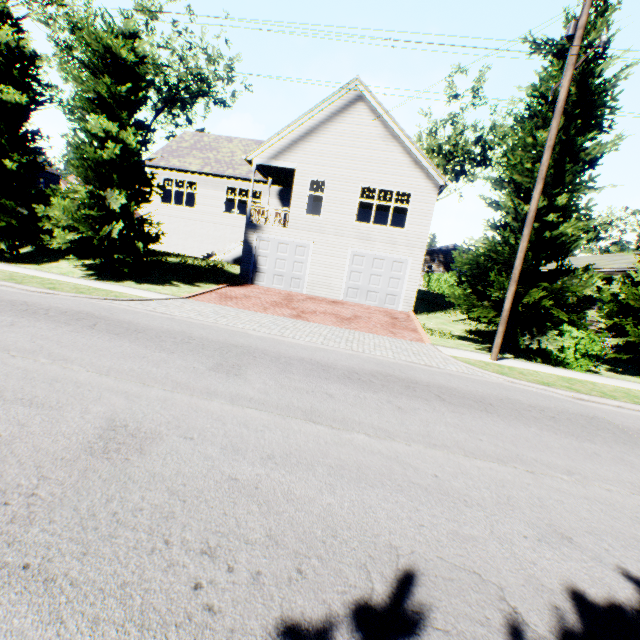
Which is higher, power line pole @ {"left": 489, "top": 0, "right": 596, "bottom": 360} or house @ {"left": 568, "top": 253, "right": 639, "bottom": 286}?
power line pole @ {"left": 489, "top": 0, "right": 596, "bottom": 360}

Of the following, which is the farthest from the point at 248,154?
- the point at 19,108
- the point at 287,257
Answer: the point at 19,108

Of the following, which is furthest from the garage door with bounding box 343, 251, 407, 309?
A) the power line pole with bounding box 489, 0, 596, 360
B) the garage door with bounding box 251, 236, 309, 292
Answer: the power line pole with bounding box 489, 0, 596, 360

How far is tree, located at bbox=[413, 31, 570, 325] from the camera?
11.0 meters

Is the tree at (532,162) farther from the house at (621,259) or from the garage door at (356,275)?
the house at (621,259)

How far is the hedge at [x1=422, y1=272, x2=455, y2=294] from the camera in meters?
28.4

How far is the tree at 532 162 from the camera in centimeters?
1099cm

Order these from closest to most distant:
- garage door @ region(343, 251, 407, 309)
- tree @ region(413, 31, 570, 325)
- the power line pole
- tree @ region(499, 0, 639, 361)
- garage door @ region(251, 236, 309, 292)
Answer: the power line pole → tree @ region(499, 0, 639, 361) → tree @ region(413, 31, 570, 325) → garage door @ region(343, 251, 407, 309) → garage door @ region(251, 236, 309, 292)
